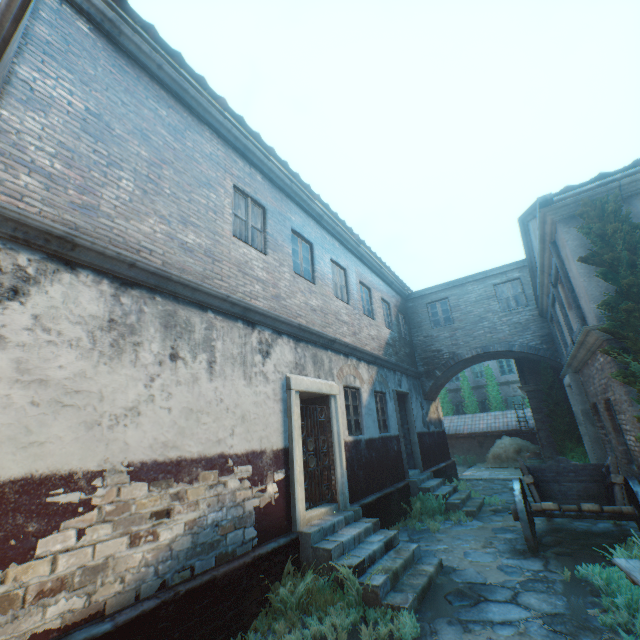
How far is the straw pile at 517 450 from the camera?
18.0 meters

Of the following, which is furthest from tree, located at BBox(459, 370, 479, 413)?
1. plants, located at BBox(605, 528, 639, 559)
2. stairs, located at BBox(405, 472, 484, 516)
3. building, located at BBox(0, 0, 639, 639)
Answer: plants, located at BBox(605, 528, 639, 559)

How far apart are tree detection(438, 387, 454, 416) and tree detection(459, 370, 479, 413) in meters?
0.7 m

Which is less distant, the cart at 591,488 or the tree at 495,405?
the cart at 591,488

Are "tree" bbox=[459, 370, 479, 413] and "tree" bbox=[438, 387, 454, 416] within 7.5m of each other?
yes

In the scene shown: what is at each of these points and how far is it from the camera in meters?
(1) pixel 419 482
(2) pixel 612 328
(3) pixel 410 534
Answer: (1) stairs, 10.6 m
(2) tree, 5.0 m
(3) ground stones, 8.2 m

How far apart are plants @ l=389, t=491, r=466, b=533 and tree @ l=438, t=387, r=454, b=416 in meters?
17.2 m

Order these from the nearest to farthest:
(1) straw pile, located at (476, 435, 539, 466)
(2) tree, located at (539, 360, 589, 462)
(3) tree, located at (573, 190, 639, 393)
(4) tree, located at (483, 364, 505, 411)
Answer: (3) tree, located at (573, 190, 639, 393), (2) tree, located at (539, 360, 589, 462), (1) straw pile, located at (476, 435, 539, 466), (4) tree, located at (483, 364, 505, 411)
